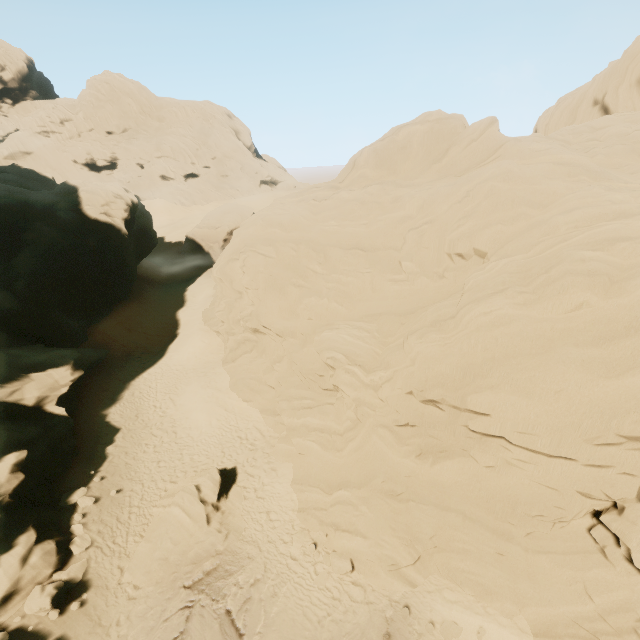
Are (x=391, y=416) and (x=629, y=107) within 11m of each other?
no

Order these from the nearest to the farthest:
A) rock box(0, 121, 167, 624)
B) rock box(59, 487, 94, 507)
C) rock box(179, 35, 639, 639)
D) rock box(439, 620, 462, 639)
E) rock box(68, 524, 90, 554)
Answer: rock box(179, 35, 639, 639) < rock box(439, 620, 462, 639) < rock box(0, 121, 167, 624) < rock box(68, 524, 90, 554) < rock box(59, 487, 94, 507)

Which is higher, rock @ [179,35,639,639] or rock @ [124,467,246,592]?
rock @ [179,35,639,639]

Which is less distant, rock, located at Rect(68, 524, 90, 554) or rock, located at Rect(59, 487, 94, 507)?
rock, located at Rect(68, 524, 90, 554)

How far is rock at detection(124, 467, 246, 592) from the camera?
12.7 meters

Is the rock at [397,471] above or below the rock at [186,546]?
above
